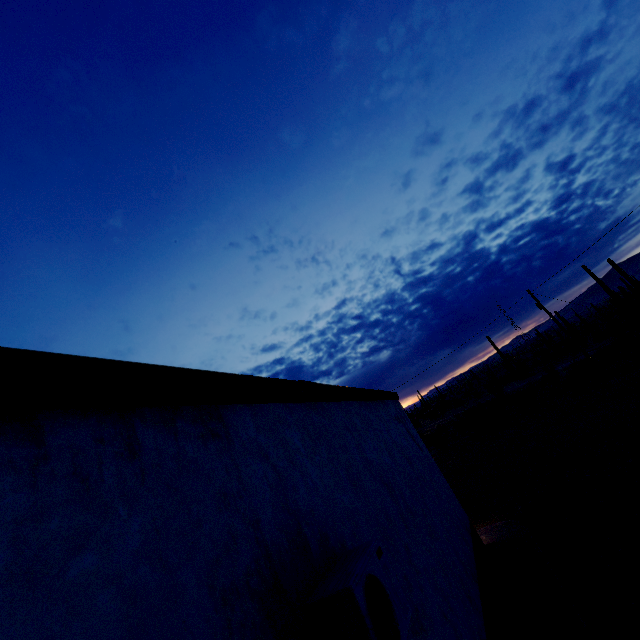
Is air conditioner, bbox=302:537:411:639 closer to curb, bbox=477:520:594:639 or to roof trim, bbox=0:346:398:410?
roof trim, bbox=0:346:398:410

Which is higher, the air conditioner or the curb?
the air conditioner

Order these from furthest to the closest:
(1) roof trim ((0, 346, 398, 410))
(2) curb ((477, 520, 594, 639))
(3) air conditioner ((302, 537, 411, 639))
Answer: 1. (2) curb ((477, 520, 594, 639))
2. (3) air conditioner ((302, 537, 411, 639))
3. (1) roof trim ((0, 346, 398, 410))

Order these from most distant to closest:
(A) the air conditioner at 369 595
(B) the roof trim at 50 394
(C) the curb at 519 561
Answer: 1. (C) the curb at 519 561
2. (A) the air conditioner at 369 595
3. (B) the roof trim at 50 394

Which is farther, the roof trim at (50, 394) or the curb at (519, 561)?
the curb at (519, 561)

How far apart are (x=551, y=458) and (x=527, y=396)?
21.2m

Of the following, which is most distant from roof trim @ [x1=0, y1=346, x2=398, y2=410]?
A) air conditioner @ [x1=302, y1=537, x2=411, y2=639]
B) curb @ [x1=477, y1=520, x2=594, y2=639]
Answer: curb @ [x1=477, y1=520, x2=594, y2=639]

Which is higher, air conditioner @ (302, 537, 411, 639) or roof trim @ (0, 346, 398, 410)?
roof trim @ (0, 346, 398, 410)
